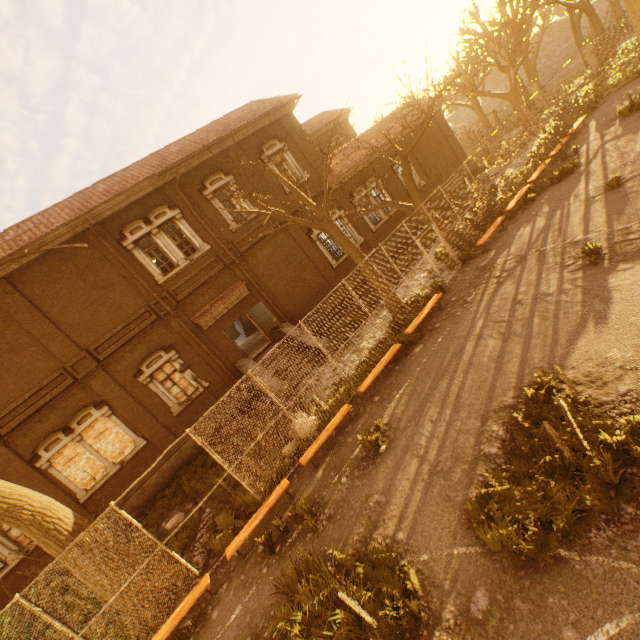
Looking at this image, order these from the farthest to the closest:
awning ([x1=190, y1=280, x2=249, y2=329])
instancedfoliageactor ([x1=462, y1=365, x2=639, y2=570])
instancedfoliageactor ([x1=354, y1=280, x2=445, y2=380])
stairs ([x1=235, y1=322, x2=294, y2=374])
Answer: awning ([x1=190, y1=280, x2=249, y2=329]), stairs ([x1=235, y1=322, x2=294, y2=374]), instancedfoliageactor ([x1=354, y1=280, x2=445, y2=380]), instancedfoliageactor ([x1=462, y1=365, x2=639, y2=570])

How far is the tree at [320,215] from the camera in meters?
9.7

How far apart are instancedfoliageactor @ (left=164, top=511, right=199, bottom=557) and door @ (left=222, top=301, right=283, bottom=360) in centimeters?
730cm

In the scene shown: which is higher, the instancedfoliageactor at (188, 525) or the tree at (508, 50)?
the tree at (508, 50)

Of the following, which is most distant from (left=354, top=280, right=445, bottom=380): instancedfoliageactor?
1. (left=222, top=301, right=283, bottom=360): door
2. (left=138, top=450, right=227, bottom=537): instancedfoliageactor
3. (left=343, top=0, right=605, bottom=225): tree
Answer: (left=222, top=301, right=283, bottom=360): door

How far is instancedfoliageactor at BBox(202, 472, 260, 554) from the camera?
8.1m

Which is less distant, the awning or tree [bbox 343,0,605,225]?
tree [bbox 343,0,605,225]

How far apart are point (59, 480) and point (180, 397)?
5.2 meters
